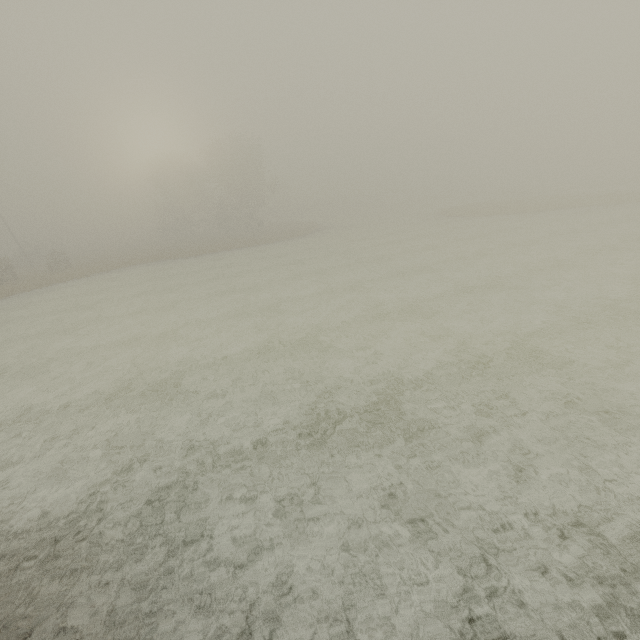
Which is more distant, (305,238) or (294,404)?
(305,238)
